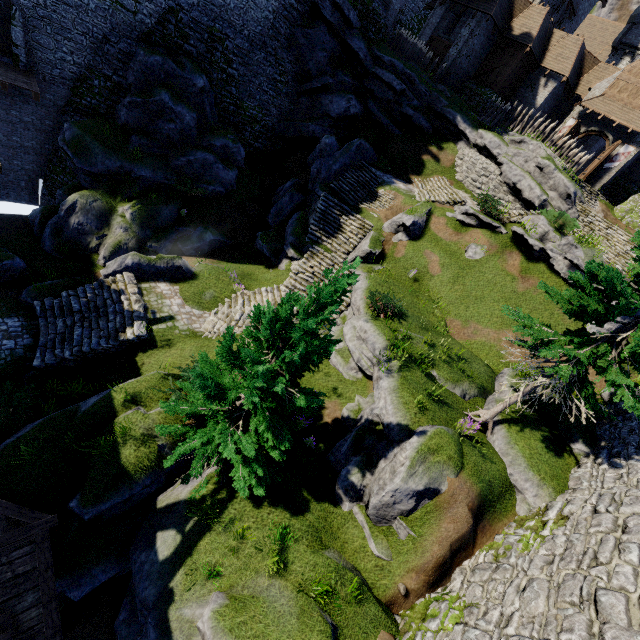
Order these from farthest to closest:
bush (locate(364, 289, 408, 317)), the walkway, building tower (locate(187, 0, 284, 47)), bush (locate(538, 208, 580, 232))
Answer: building tower (locate(187, 0, 284, 47))
bush (locate(538, 208, 580, 232))
the walkway
bush (locate(364, 289, 408, 317))

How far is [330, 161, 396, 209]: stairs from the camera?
22.7m

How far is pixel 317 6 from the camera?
Result: 21.97m

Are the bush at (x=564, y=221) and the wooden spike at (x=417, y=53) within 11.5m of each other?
no

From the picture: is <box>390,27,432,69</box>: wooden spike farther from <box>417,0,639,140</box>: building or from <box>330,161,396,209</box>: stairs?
<box>330,161,396,209</box>: stairs

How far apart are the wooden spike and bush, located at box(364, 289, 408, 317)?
23.7m

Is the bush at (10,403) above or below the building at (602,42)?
below

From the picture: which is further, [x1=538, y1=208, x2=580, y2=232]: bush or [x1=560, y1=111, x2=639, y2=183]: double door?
[x1=560, y1=111, x2=639, y2=183]: double door
